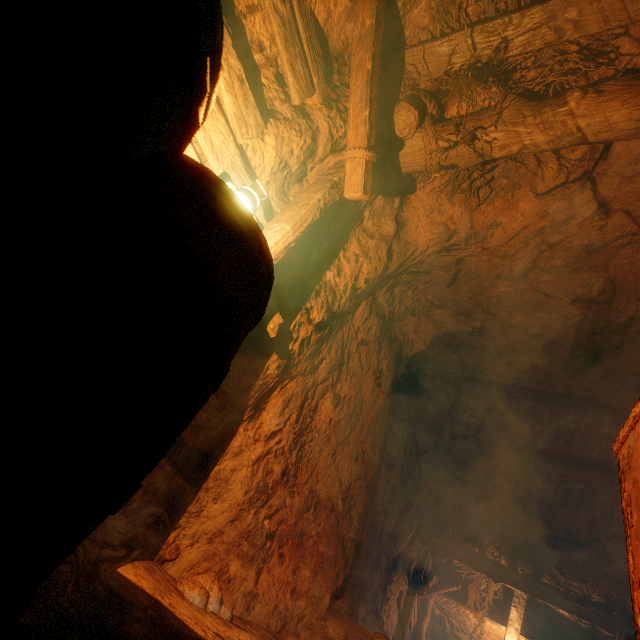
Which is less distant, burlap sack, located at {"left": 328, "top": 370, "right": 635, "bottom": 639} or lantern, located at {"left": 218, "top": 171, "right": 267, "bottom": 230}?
lantern, located at {"left": 218, "top": 171, "right": 267, "bottom": 230}

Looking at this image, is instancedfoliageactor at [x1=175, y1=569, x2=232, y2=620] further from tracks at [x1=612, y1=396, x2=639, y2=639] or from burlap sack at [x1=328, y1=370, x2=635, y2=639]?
tracks at [x1=612, y1=396, x2=639, y2=639]

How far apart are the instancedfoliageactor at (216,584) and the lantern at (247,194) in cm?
236

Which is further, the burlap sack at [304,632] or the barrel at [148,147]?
the burlap sack at [304,632]

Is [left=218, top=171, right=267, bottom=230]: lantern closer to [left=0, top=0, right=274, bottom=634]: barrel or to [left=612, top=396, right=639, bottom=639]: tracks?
[left=0, top=0, right=274, bottom=634]: barrel

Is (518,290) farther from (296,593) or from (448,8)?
(296,593)

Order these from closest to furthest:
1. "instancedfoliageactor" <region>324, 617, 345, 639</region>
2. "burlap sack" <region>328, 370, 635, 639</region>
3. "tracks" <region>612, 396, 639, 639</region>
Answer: "tracks" <region>612, 396, 639, 639</region>
"instancedfoliageactor" <region>324, 617, 345, 639</region>
"burlap sack" <region>328, 370, 635, 639</region>

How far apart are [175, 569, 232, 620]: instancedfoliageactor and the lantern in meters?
2.4 m
